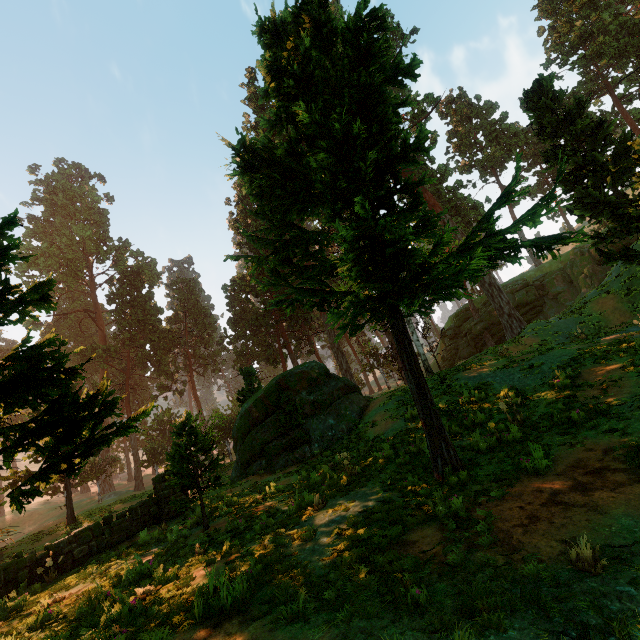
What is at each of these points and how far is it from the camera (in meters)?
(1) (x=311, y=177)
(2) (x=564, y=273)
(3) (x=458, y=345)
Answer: (1) treerock, 7.54
(2) rock, 35.91
(3) rock, 42.28

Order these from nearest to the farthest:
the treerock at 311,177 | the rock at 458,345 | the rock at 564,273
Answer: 1. the treerock at 311,177
2. the rock at 564,273
3. the rock at 458,345

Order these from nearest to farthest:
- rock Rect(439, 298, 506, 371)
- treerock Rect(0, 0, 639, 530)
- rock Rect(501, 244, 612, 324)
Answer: treerock Rect(0, 0, 639, 530) → rock Rect(501, 244, 612, 324) → rock Rect(439, 298, 506, 371)

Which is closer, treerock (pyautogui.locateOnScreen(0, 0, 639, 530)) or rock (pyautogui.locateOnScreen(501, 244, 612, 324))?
treerock (pyautogui.locateOnScreen(0, 0, 639, 530))

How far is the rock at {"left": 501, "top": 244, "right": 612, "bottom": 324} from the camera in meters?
32.1 m

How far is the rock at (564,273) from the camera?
32.1 meters

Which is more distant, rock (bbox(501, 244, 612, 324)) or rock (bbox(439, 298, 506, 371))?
rock (bbox(439, 298, 506, 371))
